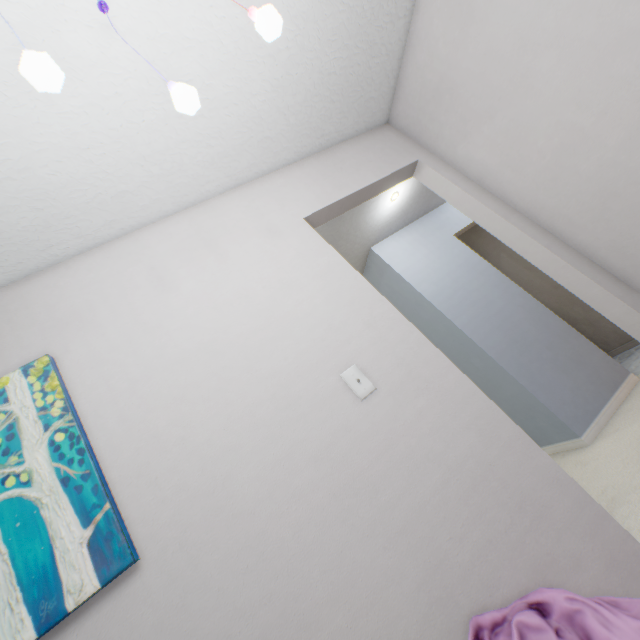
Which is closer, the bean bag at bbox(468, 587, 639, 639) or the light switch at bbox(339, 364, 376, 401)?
the bean bag at bbox(468, 587, 639, 639)

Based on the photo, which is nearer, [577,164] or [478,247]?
[577,164]

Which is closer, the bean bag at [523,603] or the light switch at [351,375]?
the bean bag at [523,603]

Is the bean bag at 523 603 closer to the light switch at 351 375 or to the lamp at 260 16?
the light switch at 351 375

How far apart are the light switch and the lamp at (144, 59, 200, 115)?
1.0 meters

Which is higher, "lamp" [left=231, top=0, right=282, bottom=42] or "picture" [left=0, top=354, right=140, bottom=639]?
"lamp" [left=231, top=0, right=282, bottom=42]

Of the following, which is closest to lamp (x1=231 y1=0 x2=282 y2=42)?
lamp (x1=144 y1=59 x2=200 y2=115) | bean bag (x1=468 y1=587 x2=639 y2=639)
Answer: lamp (x1=144 y1=59 x2=200 y2=115)

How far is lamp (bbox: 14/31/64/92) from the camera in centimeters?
63cm
